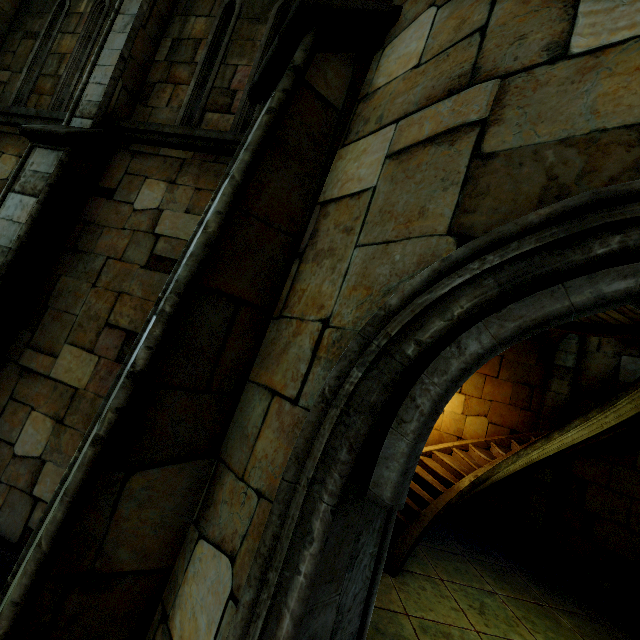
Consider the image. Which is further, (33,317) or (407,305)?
(33,317)
